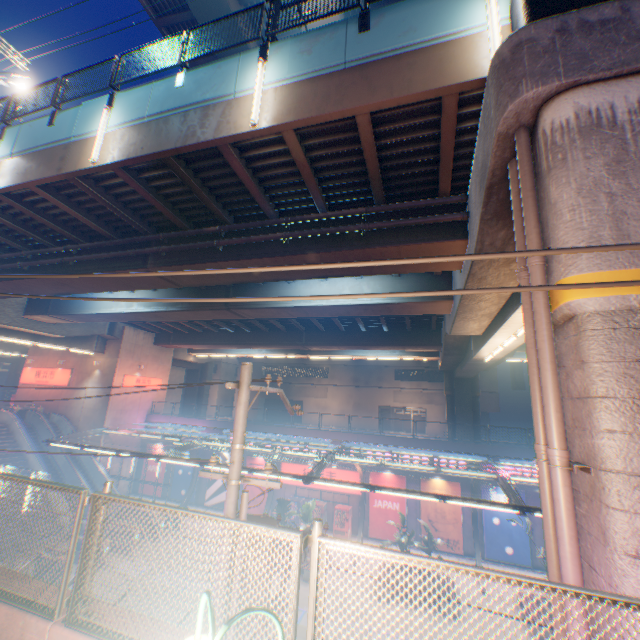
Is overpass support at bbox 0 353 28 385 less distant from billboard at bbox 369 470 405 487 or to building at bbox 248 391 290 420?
billboard at bbox 369 470 405 487

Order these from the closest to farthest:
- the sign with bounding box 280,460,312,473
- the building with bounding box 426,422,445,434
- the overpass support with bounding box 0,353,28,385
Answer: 1. the sign with bounding box 280,460,312,473
2. the building with bounding box 426,422,445,434
3. the overpass support with bounding box 0,353,28,385

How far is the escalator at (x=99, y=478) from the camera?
25.4m

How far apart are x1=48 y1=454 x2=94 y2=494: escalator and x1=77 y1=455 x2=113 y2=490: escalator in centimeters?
136cm

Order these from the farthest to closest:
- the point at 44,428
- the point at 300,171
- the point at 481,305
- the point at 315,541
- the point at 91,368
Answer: the point at 91,368 < the point at 44,428 < the point at 481,305 < the point at 300,171 < the point at 315,541

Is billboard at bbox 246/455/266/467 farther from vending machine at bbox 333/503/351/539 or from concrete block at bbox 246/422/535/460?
vending machine at bbox 333/503/351/539

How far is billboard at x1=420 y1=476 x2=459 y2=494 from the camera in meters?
21.9 m

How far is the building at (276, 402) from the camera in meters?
50.3
